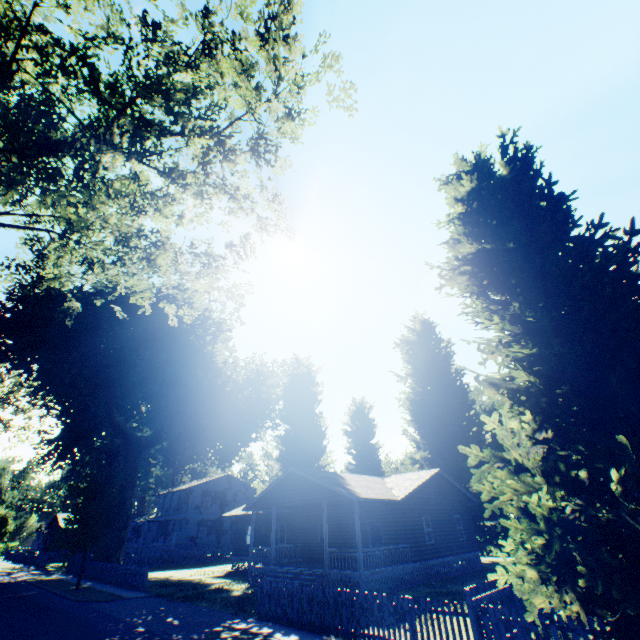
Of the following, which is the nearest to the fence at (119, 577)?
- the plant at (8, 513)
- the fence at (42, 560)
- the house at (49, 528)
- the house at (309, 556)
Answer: the house at (309, 556)

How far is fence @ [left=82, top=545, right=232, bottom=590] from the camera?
21.5m

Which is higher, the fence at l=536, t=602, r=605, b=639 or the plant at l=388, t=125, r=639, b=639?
the plant at l=388, t=125, r=639, b=639

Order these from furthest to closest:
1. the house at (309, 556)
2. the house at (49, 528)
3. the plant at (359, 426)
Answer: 1. the house at (49, 528)
2. the plant at (359, 426)
3. the house at (309, 556)

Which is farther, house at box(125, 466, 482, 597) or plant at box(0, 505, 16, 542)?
plant at box(0, 505, 16, 542)

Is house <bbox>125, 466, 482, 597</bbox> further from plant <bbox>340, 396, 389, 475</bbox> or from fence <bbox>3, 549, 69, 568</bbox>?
fence <bbox>3, 549, 69, 568</bbox>

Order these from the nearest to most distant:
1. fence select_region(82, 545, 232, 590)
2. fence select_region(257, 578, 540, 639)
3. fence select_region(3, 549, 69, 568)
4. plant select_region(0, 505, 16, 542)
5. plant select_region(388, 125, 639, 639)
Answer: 1. plant select_region(388, 125, 639, 639)
2. fence select_region(257, 578, 540, 639)
3. fence select_region(82, 545, 232, 590)
4. fence select_region(3, 549, 69, 568)
5. plant select_region(0, 505, 16, 542)

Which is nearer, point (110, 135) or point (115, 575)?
point (110, 135)
